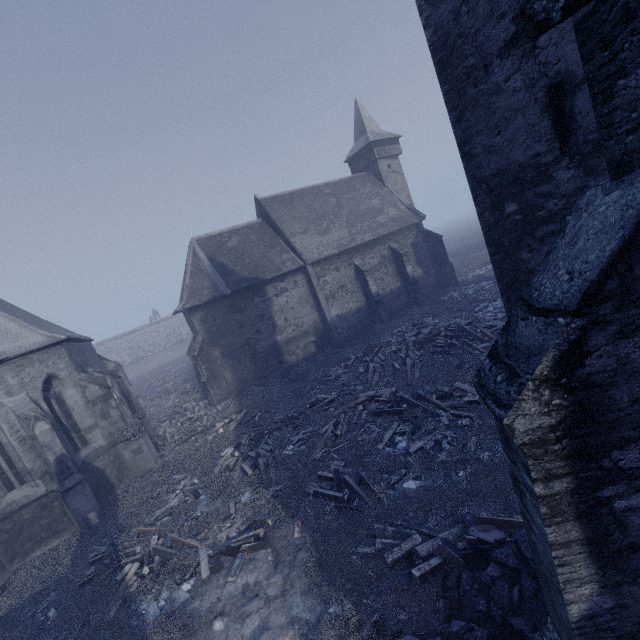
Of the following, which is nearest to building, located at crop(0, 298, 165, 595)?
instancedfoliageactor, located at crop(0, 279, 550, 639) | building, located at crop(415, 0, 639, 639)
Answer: instancedfoliageactor, located at crop(0, 279, 550, 639)

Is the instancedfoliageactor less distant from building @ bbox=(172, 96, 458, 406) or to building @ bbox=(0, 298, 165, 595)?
building @ bbox=(0, 298, 165, 595)

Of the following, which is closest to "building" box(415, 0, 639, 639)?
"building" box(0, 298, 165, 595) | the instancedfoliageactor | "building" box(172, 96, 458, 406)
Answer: the instancedfoliageactor

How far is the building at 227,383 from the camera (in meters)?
22.12

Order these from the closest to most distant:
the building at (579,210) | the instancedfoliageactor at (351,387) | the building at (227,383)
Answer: the building at (579,210), the instancedfoliageactor at (351,387), the building at (227,383)

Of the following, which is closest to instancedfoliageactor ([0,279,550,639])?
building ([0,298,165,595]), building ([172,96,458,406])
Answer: building ([0,298,165,595])

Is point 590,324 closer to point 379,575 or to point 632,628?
point 632,628

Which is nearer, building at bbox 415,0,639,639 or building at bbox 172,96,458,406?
building at bbox 415,0,639,639
